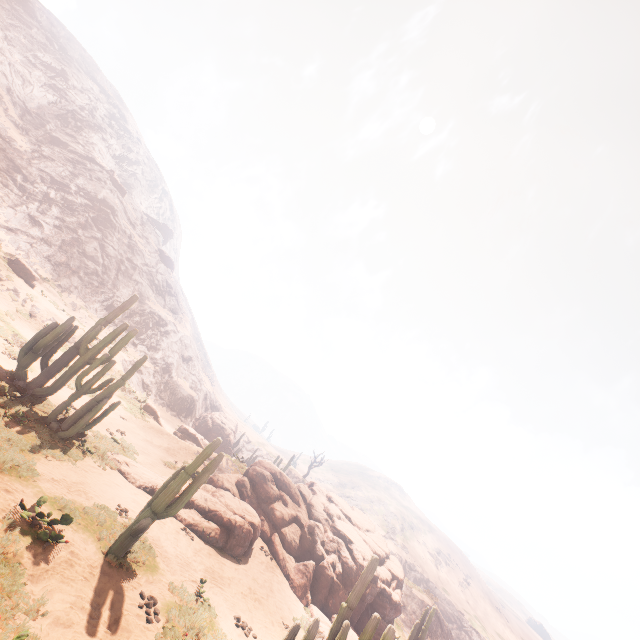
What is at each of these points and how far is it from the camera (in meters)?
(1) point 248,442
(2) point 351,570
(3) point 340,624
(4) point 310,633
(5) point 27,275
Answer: (1) z, 59.53
(2) rock, 16.70
(3) instancedfoliageactor, 7.33
(4) instancedfoliageactor, 6.70
(5) instancedfoliageactor, 24.62

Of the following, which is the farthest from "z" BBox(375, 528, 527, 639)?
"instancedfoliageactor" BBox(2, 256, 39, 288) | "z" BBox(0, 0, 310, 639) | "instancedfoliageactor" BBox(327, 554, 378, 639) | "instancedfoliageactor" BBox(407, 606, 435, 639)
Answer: "instancedfoliageactor" BBox(327, 554, 378, 639)

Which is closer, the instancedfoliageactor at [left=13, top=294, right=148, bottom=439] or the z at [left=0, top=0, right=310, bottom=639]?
the z at [left=0, top=0, right=310, bottom=639]

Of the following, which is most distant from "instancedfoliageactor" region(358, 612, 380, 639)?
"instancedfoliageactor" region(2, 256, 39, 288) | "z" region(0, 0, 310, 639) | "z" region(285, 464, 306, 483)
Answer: "z" region(285, 464, 306, 483)

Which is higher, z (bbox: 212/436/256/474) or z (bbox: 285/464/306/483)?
z (bbox: 285/464/306/483)

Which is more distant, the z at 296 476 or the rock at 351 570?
the z at 296 476

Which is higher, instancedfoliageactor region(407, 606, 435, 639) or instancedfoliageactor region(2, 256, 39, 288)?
instancedfoliageactor region(2, 256, 39, 288)

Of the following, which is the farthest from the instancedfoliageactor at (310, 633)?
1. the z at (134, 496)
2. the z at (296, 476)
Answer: the z at (296, 476)
